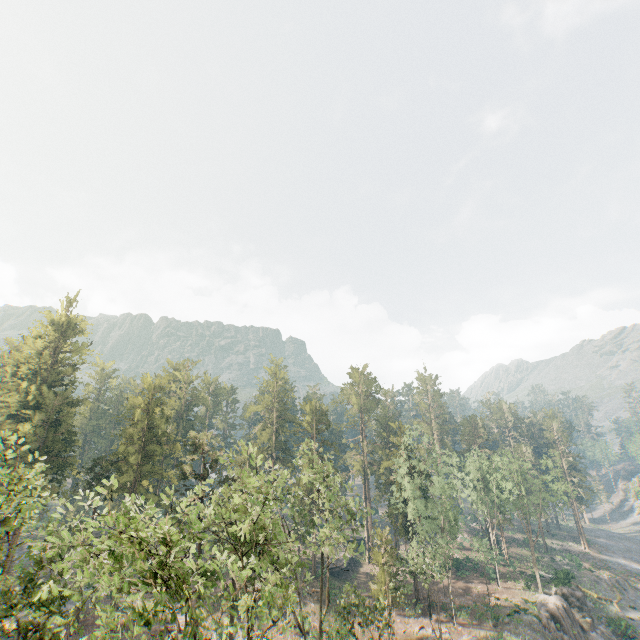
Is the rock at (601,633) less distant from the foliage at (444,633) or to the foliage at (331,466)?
the foliage at (444,633)

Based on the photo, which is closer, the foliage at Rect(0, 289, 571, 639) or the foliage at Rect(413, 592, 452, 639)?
the foliage at Rect(0, 289, 571, 639)

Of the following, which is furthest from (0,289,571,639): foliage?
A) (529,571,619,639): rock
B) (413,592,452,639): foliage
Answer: (529,571,619,639): rock

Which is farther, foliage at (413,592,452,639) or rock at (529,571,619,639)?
rock at (529,571,619,639)

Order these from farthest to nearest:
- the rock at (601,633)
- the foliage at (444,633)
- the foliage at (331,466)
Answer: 1. the rock at (601,633)
2. the foliage at (444,633)
3. the foliage at (331,466)

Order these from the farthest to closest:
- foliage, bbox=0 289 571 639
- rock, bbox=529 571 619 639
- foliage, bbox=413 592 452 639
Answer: rock, bbox=529 571 619 639, foliage, bbox=413 592 452 639, foliage, bbox=0 289 571 639

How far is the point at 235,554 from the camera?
21.8 meters
